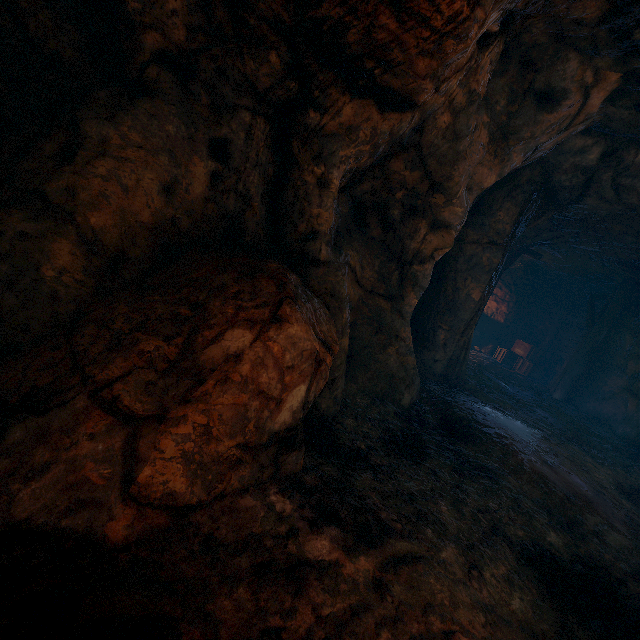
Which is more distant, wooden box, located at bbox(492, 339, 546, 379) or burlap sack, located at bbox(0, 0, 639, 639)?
wooden box, located at bbox(492, 339, 546, 379)

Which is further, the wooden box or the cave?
the wooden box

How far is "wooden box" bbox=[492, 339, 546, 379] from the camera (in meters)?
13.23

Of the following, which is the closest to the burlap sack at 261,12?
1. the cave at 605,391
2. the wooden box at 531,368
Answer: the cave at 605,391

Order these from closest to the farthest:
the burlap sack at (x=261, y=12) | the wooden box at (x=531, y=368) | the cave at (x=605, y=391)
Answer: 1. the burlap sack at (x=261, y=12)
2. the cave at (x=605, y=391)
3. the wooden box at (x=531, y=368)

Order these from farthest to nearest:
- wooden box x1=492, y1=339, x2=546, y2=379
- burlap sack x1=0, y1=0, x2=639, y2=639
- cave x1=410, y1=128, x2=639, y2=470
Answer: wooden box x1=492, y1=339, x2=546, y2=379, cave x1=410, y1=128, x2=639, y2=470, burlap sack x1=0, y1=0, x2=639, y2=639

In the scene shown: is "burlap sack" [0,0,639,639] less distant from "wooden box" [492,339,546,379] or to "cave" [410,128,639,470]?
"cave" [410,128,639,470]

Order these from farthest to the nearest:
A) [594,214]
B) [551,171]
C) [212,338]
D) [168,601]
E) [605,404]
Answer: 1. [605,404]
2. [594,214]
3. [551,171]
4. [212,338]
5. [168,601]
